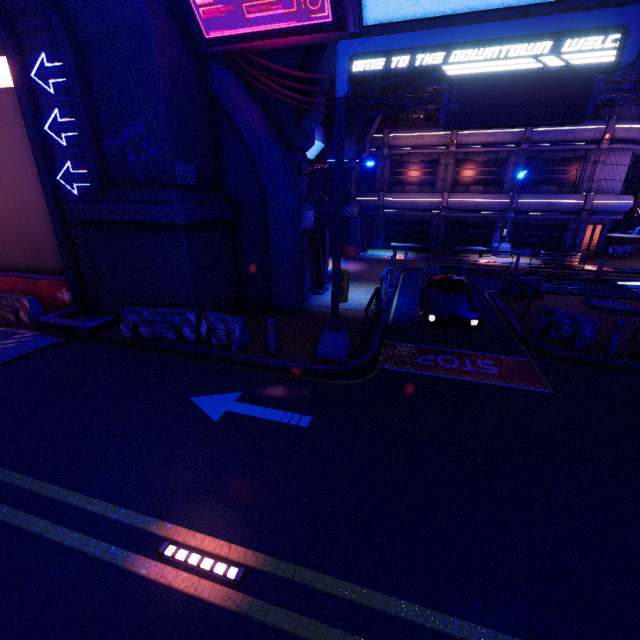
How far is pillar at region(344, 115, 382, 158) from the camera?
22.6 meters

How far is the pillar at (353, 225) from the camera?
24.3 meters

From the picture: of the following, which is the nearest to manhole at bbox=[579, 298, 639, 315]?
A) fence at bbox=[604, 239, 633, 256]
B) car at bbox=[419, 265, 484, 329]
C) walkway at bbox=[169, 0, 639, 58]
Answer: car at bbox=[419, 265, 484, 329]

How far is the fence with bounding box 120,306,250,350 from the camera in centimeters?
937cm

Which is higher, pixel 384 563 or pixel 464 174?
pixel 464 174

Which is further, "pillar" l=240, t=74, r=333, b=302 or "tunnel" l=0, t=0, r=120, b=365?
"pillar" l=240, t=74, r=333, b=302

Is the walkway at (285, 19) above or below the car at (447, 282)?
above

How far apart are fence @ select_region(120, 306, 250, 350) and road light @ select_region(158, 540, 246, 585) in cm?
633
